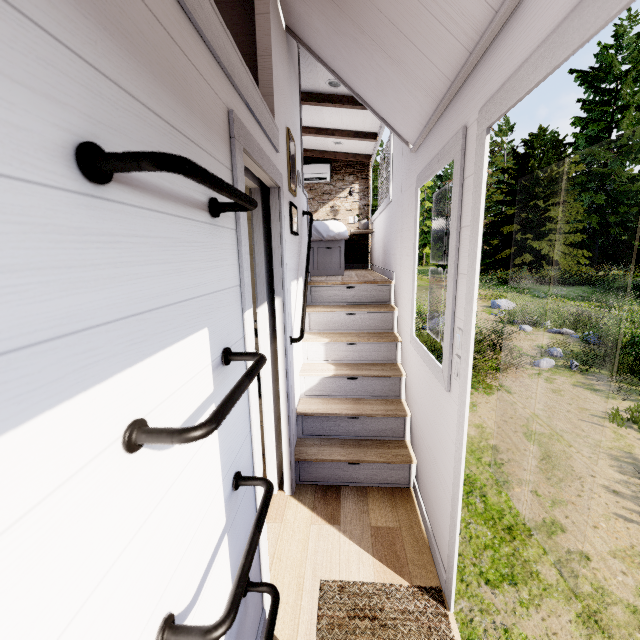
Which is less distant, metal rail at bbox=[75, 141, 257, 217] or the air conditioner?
metal rail at bbox=[75, 141, 257, 217]

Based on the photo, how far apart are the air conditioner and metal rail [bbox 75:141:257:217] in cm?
598

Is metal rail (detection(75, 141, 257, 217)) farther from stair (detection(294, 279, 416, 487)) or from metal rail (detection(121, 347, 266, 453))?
stair (detection(294, 279, 416, 487))

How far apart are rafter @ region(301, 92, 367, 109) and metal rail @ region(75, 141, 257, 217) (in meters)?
3.87

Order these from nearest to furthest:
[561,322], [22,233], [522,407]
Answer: [22,233], [522,407], [561,322]

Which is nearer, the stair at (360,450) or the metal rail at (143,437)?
the metal rail at (143,437)

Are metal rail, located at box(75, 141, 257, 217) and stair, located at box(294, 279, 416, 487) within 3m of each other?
yes

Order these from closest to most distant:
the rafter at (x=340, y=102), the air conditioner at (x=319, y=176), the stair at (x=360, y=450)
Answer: the stair at (x=360, y=450) → the rafter at (x=340, y=102) → the air conditioner at (x=319, y=176)
